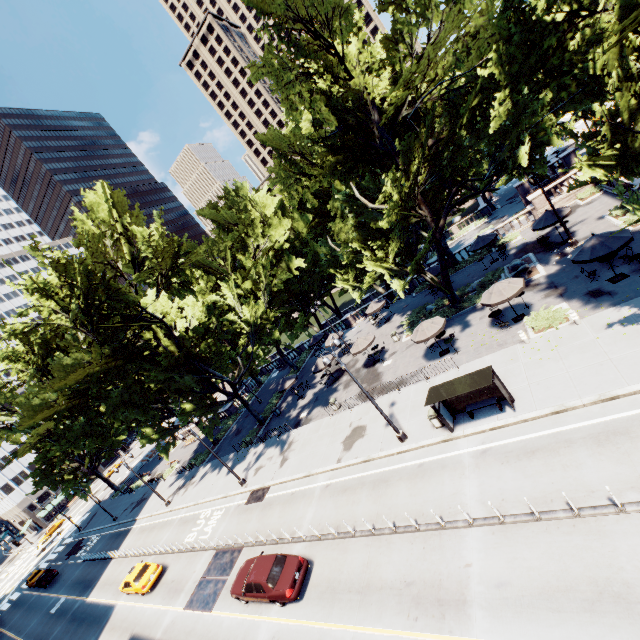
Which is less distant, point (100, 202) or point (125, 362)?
point (100, 202)

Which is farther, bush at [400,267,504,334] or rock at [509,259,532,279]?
bush at [400,267,504,334]

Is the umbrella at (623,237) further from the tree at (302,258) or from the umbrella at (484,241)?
the umbrella at (484,241)

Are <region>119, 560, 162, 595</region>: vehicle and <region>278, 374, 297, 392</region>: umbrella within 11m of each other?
no

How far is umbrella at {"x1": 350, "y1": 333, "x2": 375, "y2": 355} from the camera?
28.91m

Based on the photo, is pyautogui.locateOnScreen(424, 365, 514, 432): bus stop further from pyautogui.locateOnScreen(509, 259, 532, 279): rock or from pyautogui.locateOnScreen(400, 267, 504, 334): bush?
pyautogui.locateOnScreen(509, 259, 532, 279): rock

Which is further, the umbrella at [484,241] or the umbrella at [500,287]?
the umbrella at [484,241]

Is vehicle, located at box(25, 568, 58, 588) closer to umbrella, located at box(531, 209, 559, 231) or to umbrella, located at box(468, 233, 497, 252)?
umbrella, located at box(468, 233, 497, 252)
